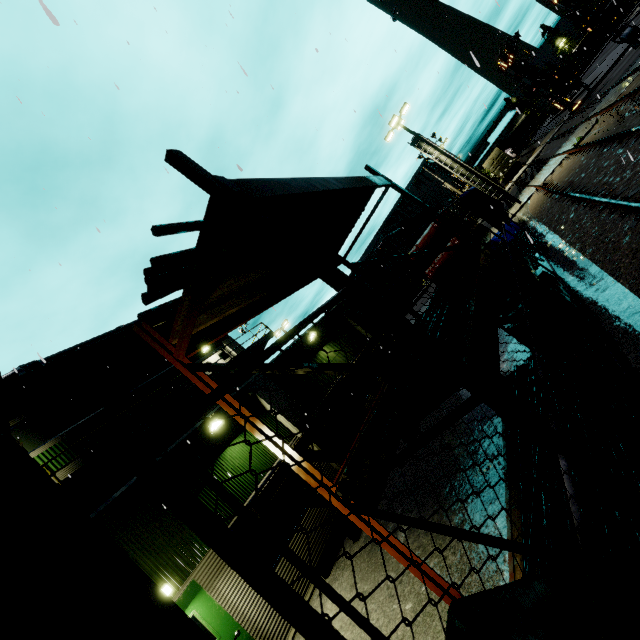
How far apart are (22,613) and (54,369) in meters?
19.1 m

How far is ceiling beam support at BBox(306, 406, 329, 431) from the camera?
10.1 meters

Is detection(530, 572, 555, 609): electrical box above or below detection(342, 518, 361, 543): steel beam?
above

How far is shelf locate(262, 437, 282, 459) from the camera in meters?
3.0

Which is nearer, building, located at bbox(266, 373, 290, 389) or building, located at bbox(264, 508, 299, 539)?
building, located at bbox(264, 508, 299, 539)

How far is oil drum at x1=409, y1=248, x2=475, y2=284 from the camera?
6.00m

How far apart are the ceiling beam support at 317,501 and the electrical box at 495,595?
6.5 meters

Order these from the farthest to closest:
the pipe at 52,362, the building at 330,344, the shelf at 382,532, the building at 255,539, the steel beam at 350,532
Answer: the building at 330,344, the building at 255,539, the steel beam at 350,532, the pipe at 52,362, the shelf at 382,532
